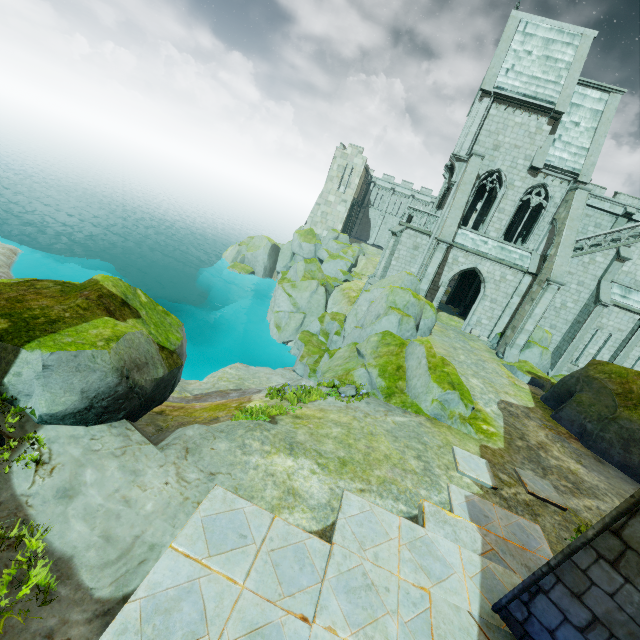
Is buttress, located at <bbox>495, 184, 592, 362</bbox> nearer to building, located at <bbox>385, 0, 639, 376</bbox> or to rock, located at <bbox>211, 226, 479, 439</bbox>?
building, located at <bbox>385, 0, 639, 376</bbox>

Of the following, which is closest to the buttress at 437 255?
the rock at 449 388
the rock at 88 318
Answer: the rock at 449 388

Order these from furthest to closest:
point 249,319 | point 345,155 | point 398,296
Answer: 1. point 345,155
2. point 249,319
3. point 398,296

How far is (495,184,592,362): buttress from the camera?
19.5 meters

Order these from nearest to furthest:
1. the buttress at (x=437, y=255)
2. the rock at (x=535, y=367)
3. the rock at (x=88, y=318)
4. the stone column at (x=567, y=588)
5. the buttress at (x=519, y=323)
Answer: the stone column at (x=567, y=588)
the rock at (x=88, y=318)
the rock at (x=535, y=367)
the buttress at (x=519, y=323)
the buttress at (x=437, y=255)

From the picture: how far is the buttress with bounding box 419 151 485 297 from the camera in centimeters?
2030cm

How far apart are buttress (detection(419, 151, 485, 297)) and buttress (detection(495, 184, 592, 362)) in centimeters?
590cm

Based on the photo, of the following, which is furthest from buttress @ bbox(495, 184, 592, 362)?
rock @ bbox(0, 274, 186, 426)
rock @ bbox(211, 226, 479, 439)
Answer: rock @ bbox(0, 274, 186, 426)
